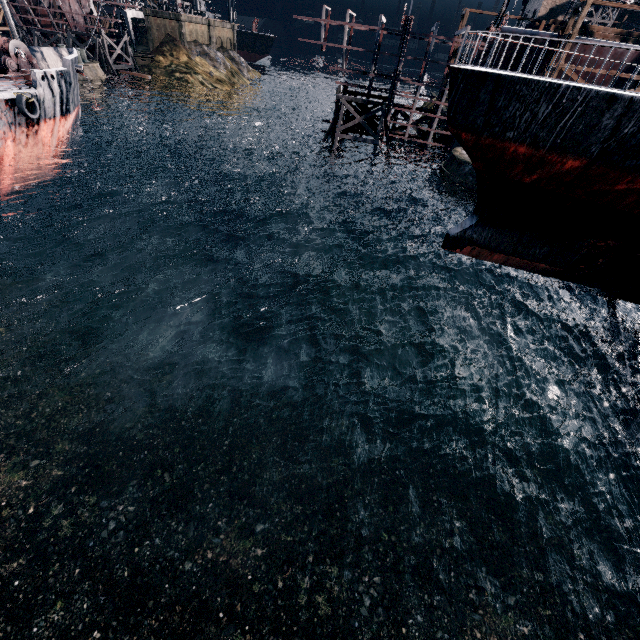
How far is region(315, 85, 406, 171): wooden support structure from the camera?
34.59m

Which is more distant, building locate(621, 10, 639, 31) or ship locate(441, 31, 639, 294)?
building locate(621, 10, 639, 31)

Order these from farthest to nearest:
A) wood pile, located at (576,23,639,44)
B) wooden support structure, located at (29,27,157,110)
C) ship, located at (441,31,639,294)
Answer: wooden support structure, located at (29,27,157,110) < wood pile, located at (576,23,639,44) < ship, located at (441,31,639,294)

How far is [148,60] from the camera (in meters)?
59.88

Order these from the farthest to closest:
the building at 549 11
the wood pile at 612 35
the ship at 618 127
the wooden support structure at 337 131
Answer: the building at 549 11 < the wooden support structure at 337 131 < the wood pile at 612 35 < the ship at 618 127

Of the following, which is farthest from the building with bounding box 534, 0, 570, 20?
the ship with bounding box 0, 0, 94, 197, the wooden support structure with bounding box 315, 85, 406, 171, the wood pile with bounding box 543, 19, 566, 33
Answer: the ship with bounding box 0, 0, 94, 197

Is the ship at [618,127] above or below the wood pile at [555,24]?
below

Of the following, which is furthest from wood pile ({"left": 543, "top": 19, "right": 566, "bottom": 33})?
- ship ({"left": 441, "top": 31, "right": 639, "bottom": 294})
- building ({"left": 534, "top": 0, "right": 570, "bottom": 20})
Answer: building ({"left": 534, "top": 0, "right": 570, "bottom": 20})
